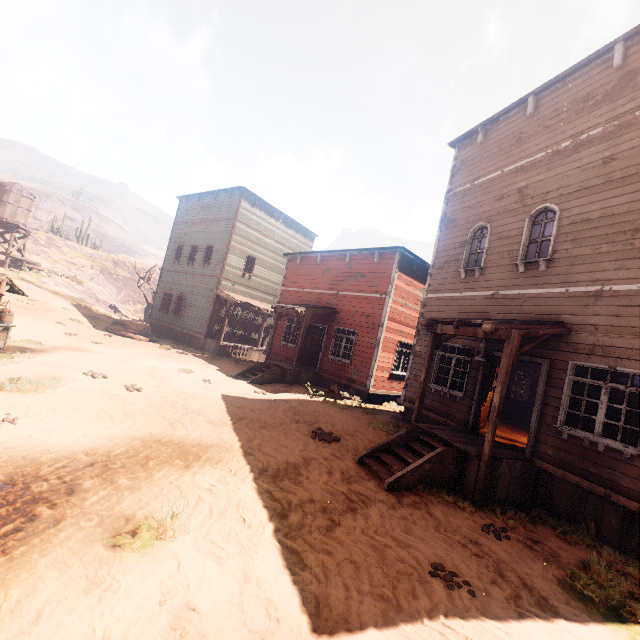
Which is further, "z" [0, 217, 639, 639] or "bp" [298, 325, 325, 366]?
"bp" [298, 325, 325, 366]

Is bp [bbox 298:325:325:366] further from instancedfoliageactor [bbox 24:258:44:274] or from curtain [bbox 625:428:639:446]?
instancedfoliageactor [bbox 24:258:44:274]

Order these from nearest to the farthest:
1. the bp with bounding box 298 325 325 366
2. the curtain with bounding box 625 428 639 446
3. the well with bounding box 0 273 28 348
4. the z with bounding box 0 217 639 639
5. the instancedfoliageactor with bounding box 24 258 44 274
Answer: the z with bounding box 0 217 639 639, the curtain with bounding box 625 428 639 446, the well with bounding box 0 273 28 348, the bp with bounding box 298 325 325 366, the instancedfoliageactor with bounding box 24 258 44 274

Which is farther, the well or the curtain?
the well

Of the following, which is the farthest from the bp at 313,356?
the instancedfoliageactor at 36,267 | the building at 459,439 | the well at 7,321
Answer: the instancedfoliageactor at 36,267

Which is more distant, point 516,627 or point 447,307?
point 447,307

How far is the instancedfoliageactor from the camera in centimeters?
2708cm

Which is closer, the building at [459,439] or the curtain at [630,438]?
the curtain at [630,438]
